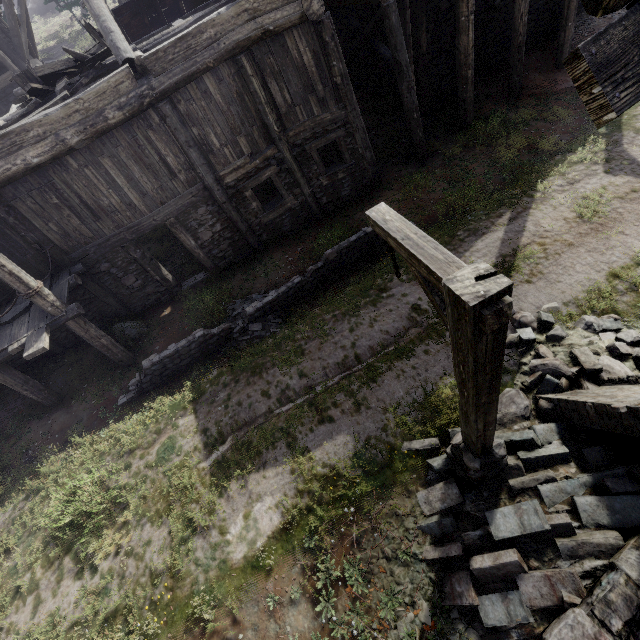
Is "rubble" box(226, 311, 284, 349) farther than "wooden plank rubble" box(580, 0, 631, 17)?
Yes

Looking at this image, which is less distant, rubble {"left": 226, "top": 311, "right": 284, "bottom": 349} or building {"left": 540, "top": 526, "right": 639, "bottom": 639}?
building {"left": 540, "top": 526, "right": 639, "bottom": 639}

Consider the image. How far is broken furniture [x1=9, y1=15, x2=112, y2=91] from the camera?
9.11m

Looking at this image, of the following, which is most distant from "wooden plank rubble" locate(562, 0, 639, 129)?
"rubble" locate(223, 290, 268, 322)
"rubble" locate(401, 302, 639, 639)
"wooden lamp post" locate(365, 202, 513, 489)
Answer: "rubble" locate(223, 290, 268, 322)

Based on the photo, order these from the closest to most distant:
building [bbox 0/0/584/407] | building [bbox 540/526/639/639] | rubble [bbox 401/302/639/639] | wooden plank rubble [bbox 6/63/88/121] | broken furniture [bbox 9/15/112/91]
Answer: building [bbox 540/526/639/639] < rubble [bbox 401/302/639/639] < building [bbox 0/0/584/407] < wooden plank rubble [bbox 6/63/88/121] < broken furniture [bbox 9/15/112/91]

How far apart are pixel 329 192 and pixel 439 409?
8.29m

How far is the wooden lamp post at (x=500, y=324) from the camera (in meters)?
1.97

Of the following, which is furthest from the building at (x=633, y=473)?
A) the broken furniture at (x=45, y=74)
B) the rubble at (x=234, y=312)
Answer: the rubble at (x=234, y=312)
